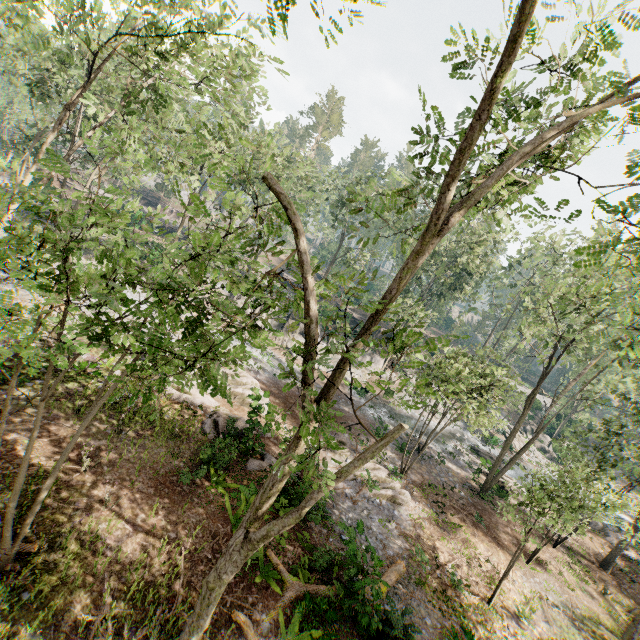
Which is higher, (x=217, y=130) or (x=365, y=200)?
(x=217, y=130)

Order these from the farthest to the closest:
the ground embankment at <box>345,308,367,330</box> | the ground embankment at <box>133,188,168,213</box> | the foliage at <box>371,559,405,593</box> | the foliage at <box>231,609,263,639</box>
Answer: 1. the ground embankment at <box>133,188,168,213</box>
2. the ground embankment at <box>345,308,367,330</box>
3. the foliage at <box>371,559,405,593</box>
4. the foliage at <box>231,609,263,639</box>

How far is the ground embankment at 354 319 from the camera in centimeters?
4093cm

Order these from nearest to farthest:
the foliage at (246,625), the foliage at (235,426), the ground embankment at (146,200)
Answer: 1. the foliage at (246,625)
2. the foliage at (235,426)
3. the ground embankment at (146,200)

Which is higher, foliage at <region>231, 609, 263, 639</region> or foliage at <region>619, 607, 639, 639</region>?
foliage at <region>619, 607, 639, 639</region>

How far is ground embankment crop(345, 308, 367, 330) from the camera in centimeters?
4093cm

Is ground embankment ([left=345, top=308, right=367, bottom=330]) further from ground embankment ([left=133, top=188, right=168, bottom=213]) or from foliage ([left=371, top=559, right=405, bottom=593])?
ground embankment ([left=133, top=188, right=168, bottom=213])

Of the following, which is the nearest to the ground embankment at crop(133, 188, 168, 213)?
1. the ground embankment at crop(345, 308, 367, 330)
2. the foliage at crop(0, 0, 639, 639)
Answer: the foliage at crop(0, 0, 639, 639)
